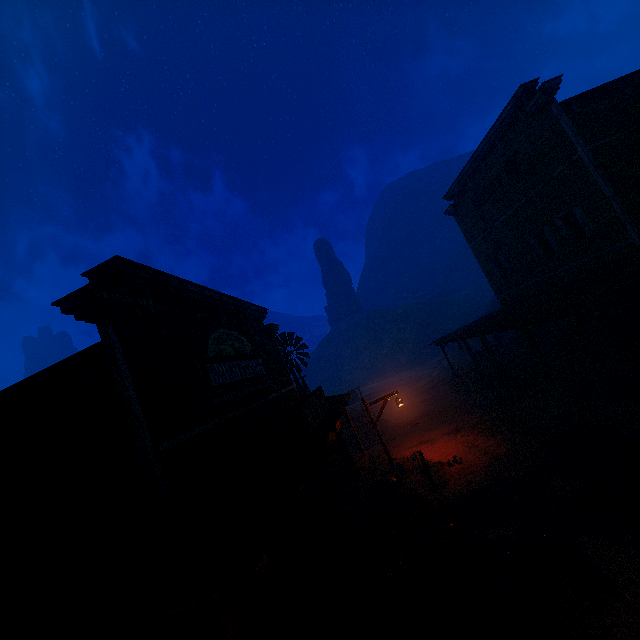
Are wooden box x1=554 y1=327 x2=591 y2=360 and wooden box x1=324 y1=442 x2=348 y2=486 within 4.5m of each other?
no

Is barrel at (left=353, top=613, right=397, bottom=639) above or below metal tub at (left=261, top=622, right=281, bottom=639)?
below

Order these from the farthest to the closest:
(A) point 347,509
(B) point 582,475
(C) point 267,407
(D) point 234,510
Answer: (C) point 267,407
(A) point 347,509
(B) point 582,475
(D) point 234,510

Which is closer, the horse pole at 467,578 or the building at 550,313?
the horse pole at 467,578

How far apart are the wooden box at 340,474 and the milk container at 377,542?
2.9 meters

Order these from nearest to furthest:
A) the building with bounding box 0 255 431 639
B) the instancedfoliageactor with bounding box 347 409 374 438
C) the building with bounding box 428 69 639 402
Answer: the building with bounding box 0 255 431 639 → the building with bounding box 428 69 639 402 → the instancedfoliageactor with bounding box 347 409 374 438

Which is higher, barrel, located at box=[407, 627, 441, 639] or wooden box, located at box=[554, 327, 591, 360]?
wooden box, located at box=[554, 327, 591, 360]

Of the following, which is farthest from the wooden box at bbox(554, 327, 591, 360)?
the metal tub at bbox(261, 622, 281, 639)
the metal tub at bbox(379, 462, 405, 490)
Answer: the metal tub at bbox(261, 622, 281, 639)
